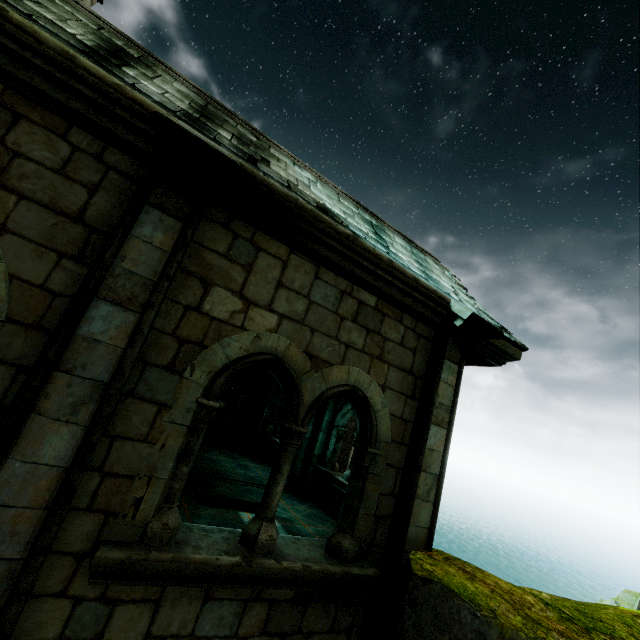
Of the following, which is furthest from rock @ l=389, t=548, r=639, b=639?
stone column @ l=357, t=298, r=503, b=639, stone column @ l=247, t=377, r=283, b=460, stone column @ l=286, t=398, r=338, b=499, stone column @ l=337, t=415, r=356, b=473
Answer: stone column @ l=247, t=377, r=283, b=460

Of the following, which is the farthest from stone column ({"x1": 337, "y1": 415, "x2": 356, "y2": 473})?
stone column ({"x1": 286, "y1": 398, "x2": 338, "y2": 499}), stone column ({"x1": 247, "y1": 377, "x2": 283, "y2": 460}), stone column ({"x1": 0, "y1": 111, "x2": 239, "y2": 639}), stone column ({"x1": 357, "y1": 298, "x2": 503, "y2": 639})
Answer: stone column ({"x1": 0, "y1": 111, "x2": 239, "y2": 639})

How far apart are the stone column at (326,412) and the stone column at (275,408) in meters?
3.0

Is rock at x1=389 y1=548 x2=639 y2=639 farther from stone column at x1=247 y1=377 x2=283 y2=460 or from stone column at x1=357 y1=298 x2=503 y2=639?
stone column at x1=247 y1=377 x2=283 y2=460

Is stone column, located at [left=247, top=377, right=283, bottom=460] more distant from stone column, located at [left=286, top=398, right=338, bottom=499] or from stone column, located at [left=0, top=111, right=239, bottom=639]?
stone column, located at [left=0, top=111, right=239, bottom=639]

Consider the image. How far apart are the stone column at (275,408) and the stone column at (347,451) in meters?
5.1 m

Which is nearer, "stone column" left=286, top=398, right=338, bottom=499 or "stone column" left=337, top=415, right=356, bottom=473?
"stone column" left=286, top=398, right=338, bottom=499

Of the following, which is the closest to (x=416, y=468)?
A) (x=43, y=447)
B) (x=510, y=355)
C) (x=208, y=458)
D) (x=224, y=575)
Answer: (x=224, y=575)
